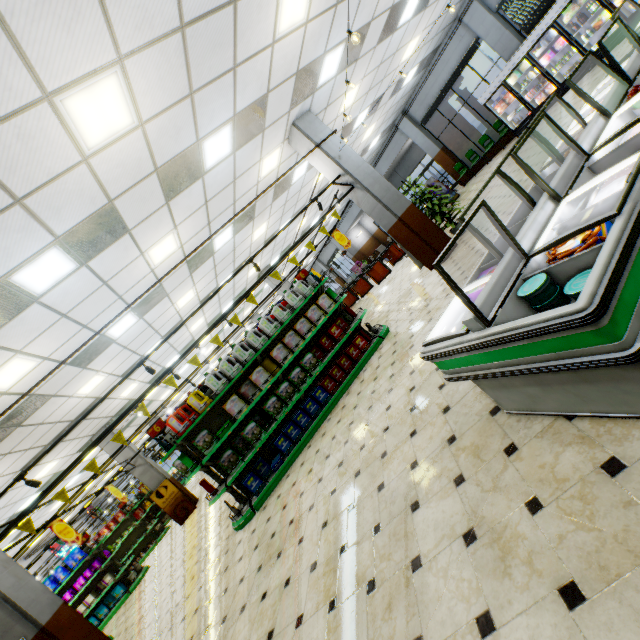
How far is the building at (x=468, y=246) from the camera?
5.76m

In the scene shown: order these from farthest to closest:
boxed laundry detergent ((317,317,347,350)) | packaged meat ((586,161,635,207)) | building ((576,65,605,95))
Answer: building ((576,65,605,95)) → boxed laundry detergent ((317,317,347,350)) → packaged meat ((586,161,635,207))

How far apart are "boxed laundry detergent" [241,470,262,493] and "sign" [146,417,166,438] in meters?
1.8

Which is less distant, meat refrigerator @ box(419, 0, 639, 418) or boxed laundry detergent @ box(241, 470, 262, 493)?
meat refrigerator @ box(419, 0, 639, 418)

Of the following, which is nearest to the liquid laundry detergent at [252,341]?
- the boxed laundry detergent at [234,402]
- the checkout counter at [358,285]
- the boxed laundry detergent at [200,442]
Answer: the boxed laundry detergent at [234,402]

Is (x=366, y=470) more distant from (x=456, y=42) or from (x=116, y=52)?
(x=456, y=42)

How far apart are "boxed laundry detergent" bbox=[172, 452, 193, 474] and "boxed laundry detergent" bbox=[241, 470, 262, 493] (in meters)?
0.94

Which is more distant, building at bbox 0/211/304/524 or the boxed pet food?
building at bbox 0/211/304/524
